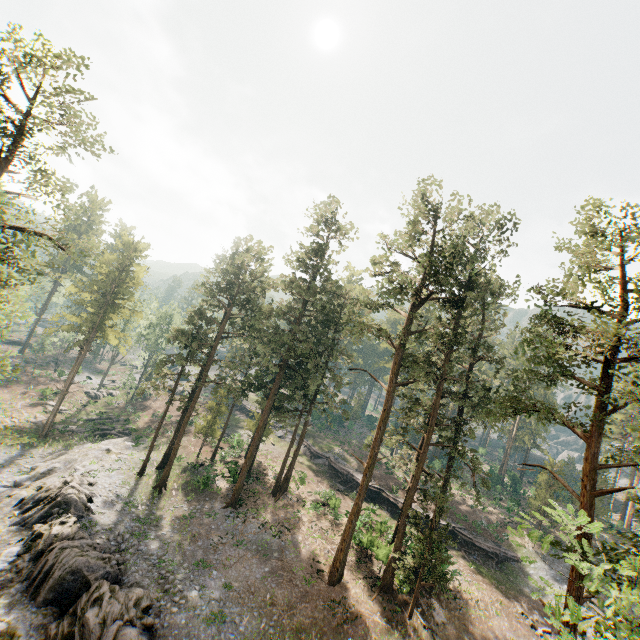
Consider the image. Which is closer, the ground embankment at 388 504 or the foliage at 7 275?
the foliage at 7 275

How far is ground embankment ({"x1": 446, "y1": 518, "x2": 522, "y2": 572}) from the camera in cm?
3425

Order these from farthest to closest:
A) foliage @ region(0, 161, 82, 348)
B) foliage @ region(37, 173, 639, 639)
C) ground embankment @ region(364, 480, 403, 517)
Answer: ground embankment @ region(364, 480, 403, 517) → foliage @ region(0, 161, 82, 348) → foliage @ region(37, 173, 639, 639)

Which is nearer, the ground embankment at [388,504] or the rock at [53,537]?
the rock at [53,537]

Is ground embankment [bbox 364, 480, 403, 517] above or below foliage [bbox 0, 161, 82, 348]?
below

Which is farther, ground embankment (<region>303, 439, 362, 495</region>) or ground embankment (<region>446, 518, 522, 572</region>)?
ground embankment (<region>303, 439, 362, 495</region>)

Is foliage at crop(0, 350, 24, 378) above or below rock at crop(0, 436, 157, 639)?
above

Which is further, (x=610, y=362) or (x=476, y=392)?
(x=476, y=392)
